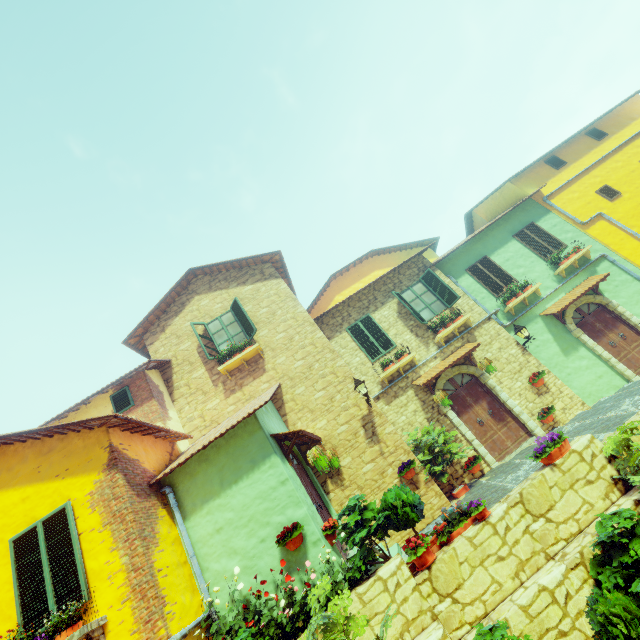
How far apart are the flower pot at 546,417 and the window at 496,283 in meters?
4.3

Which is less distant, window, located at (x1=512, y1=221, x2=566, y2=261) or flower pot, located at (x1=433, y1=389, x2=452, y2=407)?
flower pot, located at (x1=433, y1=389, x2=452, y2=407)

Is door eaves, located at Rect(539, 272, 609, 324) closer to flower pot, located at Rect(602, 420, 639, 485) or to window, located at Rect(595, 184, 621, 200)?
window, located at Rect(595, 184, 621, 200)

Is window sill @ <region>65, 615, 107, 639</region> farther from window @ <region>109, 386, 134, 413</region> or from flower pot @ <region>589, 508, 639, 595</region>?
flower pot @ <region>589, 508, 639, 595</region>

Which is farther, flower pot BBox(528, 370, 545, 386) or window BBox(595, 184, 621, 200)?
window BBox(595, 184, 621, 200)

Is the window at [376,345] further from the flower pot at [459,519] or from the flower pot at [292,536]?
the flower pot at [292,536]

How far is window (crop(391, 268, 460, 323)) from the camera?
11.8 meters

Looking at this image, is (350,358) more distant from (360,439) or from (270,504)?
(270,504)
